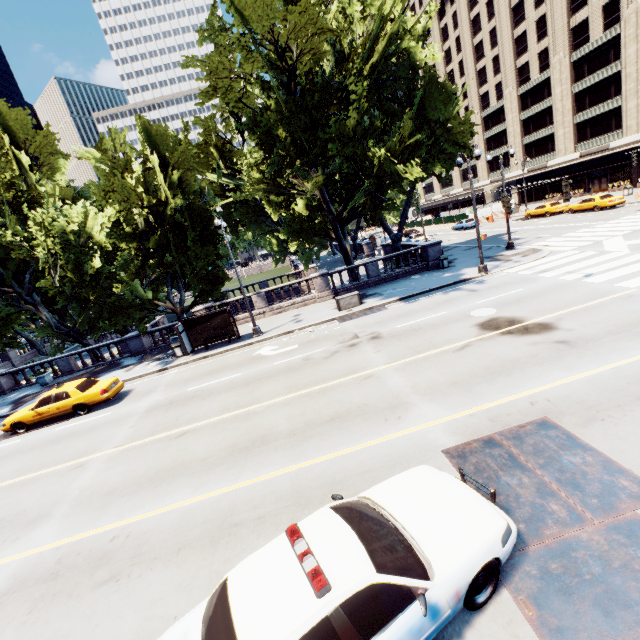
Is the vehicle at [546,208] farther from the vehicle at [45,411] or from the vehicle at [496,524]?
the vehicle at [45,411]

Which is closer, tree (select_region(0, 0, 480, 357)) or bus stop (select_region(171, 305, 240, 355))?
tree (select_region(0, 0, 480, 357))

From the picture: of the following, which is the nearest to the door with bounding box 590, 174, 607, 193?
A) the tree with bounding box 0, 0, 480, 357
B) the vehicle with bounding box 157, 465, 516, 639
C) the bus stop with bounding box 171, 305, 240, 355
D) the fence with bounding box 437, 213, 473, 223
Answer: the fence with bounding box 437, 213, 473, 223

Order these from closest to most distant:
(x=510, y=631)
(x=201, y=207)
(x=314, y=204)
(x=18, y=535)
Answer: (x=510, y=631) < (x=18, y=535) < (x=201, y=207) < (x=314, y=204)

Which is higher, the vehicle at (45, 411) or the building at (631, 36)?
the building at (631, 36)

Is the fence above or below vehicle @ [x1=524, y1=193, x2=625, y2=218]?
above

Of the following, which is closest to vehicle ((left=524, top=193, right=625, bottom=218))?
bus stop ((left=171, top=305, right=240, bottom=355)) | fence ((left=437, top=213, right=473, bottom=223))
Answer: fence ((left=437, top=213, right=473, bottom=223))

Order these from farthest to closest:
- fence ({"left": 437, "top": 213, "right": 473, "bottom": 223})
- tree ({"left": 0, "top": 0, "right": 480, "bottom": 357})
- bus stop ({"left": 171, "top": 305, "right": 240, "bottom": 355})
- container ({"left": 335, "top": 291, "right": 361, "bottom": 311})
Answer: fence ({"left": 437, "top": 213, "right": 473, "bottom": 223}) < container ({"left": 335, "top": 291, "right": 361, "bottom": 311}) < bus stop ({"left": 171, "top": 305, "right": 240, "bottom": 355}) < tree ({"left": 0, "top": 0, "right": 480, "bottom": 357})
